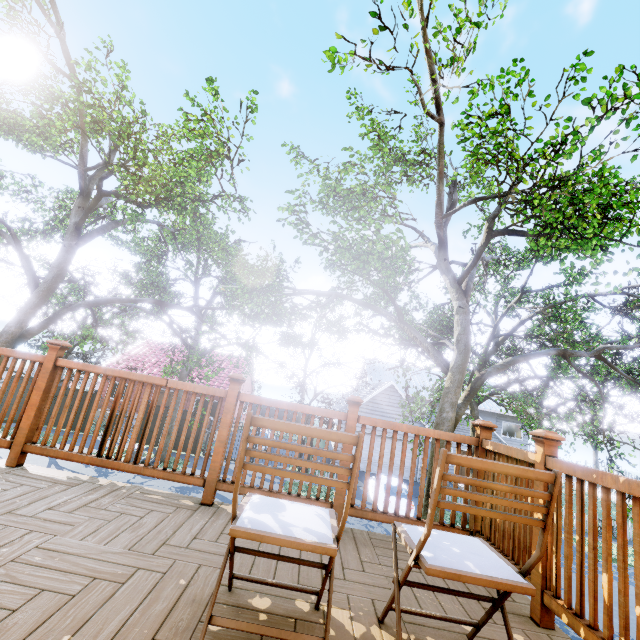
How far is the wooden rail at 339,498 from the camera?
2.7m

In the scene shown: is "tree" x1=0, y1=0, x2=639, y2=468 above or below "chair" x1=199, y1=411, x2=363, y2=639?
above

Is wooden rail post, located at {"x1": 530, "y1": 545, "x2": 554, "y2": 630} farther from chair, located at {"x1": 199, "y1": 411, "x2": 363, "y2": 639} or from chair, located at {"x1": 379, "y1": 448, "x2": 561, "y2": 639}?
chair, located at {"x1": 199, "y1": 411, "x2": 363, "y2": 639}

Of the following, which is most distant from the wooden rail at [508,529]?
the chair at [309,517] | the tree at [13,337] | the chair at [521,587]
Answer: the tree at [13,337]

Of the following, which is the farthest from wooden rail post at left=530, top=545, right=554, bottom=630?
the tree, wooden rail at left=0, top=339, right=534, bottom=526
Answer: the tree

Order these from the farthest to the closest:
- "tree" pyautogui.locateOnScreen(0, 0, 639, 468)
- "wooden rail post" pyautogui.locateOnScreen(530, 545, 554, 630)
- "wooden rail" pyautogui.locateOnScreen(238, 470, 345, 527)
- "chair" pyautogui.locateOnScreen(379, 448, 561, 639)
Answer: "tree" pyautogui.locateOnScreen(0, 0, 639, 468)
"wooden rail" pyautogui.locateOnScreen(238, 470, 345, 527)
"wooden rail post" pyautogui.locateOnScreen(530, 545, 554, 630)
"chair" pyautogui.locateOnScreen(379, 448, 561, 639)

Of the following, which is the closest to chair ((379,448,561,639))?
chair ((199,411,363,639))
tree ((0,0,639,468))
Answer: chair ((199,411,363,639))

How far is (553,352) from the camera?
8.5 meters
